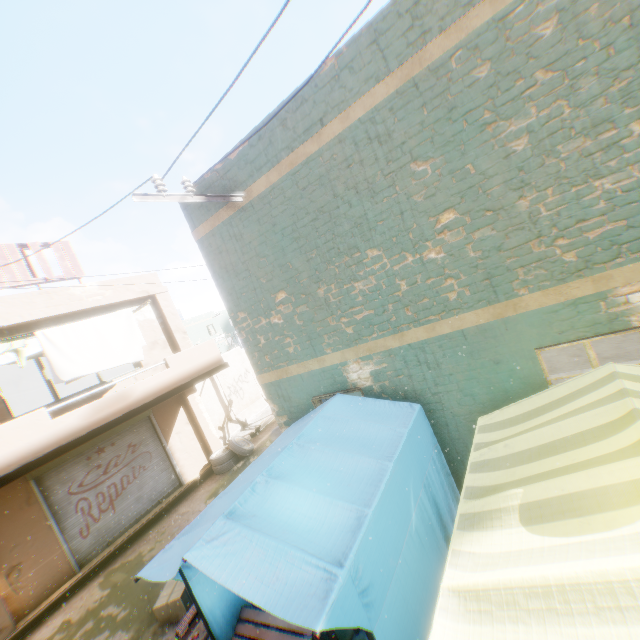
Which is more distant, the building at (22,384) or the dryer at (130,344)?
the building at (22,384)

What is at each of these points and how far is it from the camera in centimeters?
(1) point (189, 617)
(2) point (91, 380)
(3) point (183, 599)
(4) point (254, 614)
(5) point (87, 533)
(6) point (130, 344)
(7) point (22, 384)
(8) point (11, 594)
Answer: (1) table, 412cm
(2) building, 1611cm
(3) cardboard box, 582cm
(4) table, 405cm
(5) rolling overhead door, 882cm
(6) dryer, 910cm
(7) building, 1562cm
(8) building, 739cm

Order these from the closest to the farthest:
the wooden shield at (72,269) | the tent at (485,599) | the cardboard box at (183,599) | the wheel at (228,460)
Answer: the tent at (485,599)
the cardboard box at (183,599)
the wooden shield at (72,269)
the wheel at (228,460)

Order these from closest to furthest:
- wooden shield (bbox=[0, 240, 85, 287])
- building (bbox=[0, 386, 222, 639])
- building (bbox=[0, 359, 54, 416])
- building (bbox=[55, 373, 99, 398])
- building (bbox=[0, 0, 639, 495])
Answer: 1. building (bbox=[0, 0, 639, 495])
2. building (bbox=[0, 386, 222, 639])
3. wooden shield (bbox=[0, 240, 85, 287])
4. building (bbox=[0, 359, 54, 416])
5. building (bbox=[55, 373, 99, 398])

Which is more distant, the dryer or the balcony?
the dryer

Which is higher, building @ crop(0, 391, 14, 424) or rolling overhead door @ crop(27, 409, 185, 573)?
building @ crop(0, 391, 14, 424)

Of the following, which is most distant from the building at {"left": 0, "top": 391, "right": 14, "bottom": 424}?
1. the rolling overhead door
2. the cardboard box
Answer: the cardboard box

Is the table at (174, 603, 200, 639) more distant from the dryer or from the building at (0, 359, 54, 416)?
the dryer
